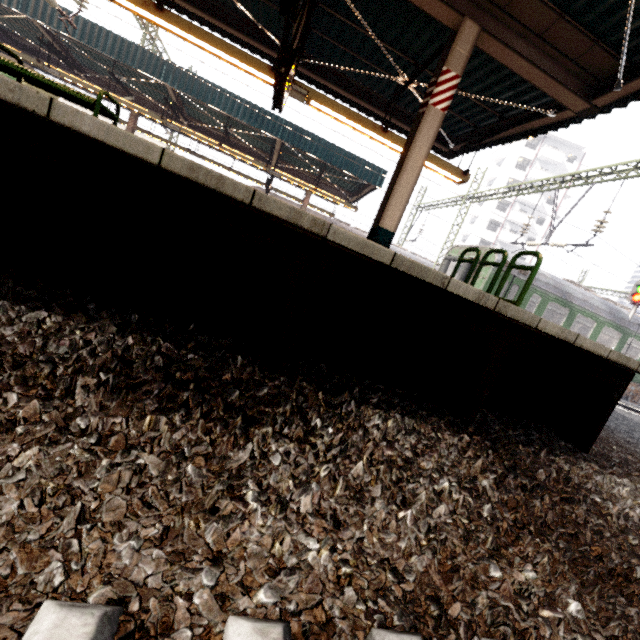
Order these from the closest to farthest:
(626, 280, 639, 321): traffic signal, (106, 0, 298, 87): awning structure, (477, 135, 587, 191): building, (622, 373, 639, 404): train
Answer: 1. (106, 0, 298, 87): awning structure
2. (626, 280, 639, 321): traffic signal
3. (622, 373, 639, 404): train
4. (477, 135, 587, 191): building

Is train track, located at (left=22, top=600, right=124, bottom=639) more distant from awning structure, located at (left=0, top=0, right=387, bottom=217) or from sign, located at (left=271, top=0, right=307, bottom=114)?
awning structure, located at (left=0, top=0, right=387, bottom=217)

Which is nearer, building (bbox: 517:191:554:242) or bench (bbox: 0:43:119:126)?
bench (bbox: 0:43:119:126)

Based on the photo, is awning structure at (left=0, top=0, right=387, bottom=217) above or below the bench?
above

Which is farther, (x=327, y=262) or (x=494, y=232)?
(x=494, y=232)

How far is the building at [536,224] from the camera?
45.53m

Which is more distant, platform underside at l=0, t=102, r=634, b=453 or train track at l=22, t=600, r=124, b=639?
platform underside at l=0, t=102, r=634, b=453
